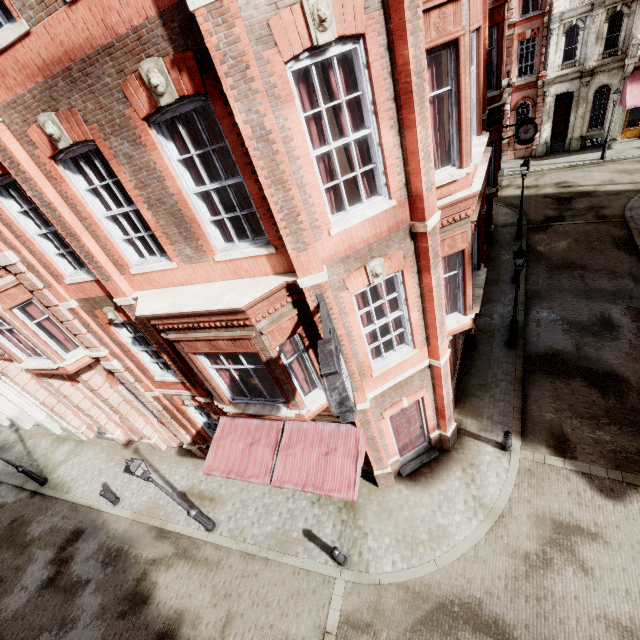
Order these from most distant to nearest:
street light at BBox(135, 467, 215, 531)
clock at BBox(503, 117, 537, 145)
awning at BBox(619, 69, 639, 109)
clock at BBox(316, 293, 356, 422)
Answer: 1. awning at BBox(619, 69, 639, 109)
2. clock at BBox(503, 117, 537, 145)
3. street light at BBox(135, 467, 215, 531)
4. clock at BBox(316, 293, 356, 422)

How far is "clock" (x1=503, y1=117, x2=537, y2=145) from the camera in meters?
18.1

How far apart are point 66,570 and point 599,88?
44.68m

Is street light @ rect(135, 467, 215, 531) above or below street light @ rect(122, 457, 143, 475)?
below

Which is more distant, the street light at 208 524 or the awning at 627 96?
the awning at 627 96

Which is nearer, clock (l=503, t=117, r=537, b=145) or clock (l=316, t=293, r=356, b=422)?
clock (l=316, t=293, r=356, b=422)

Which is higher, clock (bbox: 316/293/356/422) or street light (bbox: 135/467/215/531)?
clock (bbox: 316/293/356/422)

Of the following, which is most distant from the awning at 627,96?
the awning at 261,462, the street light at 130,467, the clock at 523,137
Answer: the street light at 130,467
